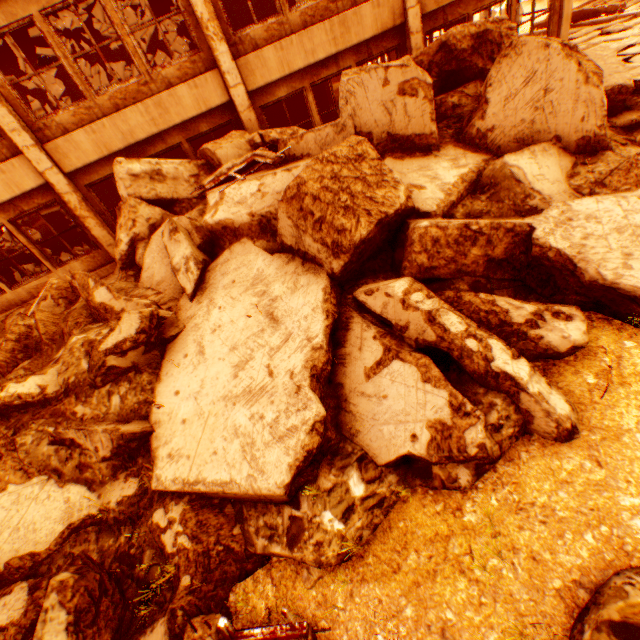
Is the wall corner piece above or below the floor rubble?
above

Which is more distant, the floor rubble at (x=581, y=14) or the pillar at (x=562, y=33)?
the floor rubble at (x=581, y=14)

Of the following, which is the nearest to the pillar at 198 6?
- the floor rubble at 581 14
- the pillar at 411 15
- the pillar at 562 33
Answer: the pillar at 411 15

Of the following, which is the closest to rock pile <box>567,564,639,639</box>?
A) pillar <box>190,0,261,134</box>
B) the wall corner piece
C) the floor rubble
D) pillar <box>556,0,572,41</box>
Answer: pillar <box>190,0,261,134</box>

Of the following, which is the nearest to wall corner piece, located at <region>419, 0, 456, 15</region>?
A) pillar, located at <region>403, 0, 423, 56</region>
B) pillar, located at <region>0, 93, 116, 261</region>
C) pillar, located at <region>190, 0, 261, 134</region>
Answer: pillar, located at <region>403, 0, 423, 56</region>

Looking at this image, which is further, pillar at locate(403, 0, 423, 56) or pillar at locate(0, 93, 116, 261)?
pillar at locate(403, 0, 423, 56)

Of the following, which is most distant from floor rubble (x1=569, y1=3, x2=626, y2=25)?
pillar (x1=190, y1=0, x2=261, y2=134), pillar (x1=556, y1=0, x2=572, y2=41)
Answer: pillar (x1=190, y1=0, x2=261, y2=134)

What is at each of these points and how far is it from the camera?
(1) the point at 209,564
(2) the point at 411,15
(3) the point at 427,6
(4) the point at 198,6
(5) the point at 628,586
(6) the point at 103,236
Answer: (1) rock pile, 3.4 meters
(2) pillar, 8.3 meters
(3) wall corner piece, 8.4 meters
(4) pillar, 7.0 meters
(5) rock pile, 2.1 meters
(6) pillar, 8.9 meters
